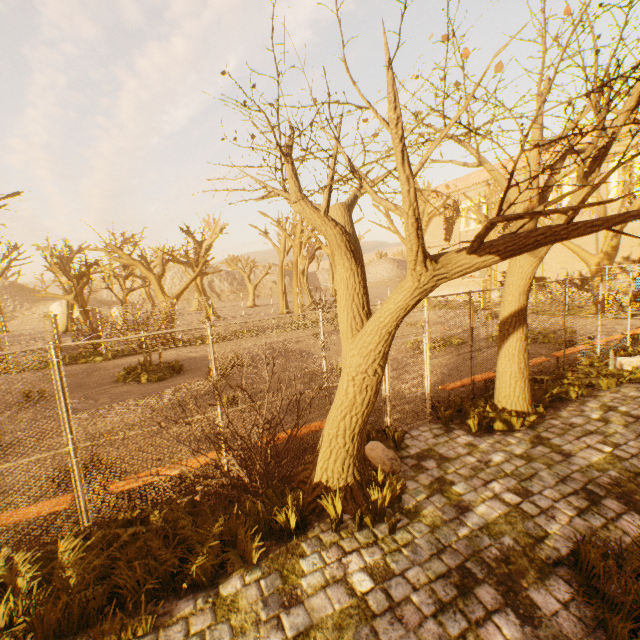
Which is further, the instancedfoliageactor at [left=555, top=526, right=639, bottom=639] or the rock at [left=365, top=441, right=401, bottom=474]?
the rock at [left=365, top=441, right=401, bottom=474]

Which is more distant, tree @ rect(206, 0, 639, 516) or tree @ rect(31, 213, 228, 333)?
tree @ rect(31, 213, 228, 333)

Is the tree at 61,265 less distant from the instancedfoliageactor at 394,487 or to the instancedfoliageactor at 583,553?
the instancedfoliageactor at 394,487

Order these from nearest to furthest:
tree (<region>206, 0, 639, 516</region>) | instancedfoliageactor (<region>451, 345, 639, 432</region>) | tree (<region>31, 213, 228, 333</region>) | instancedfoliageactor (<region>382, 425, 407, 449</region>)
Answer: tree (<region>206, 0, 639, 516</region>)
instancedfoliageactor (<region>382, 425, 407, 449</region>)
instancedfoliageactor (<region>451, 345, 639, 432</region>)
tree (<region>31, 213, 228, 333</region>)

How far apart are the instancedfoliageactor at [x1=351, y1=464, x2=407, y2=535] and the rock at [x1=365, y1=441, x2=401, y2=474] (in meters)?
1.07

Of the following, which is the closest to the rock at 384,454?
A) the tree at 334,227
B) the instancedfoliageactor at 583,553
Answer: the tree at 334,227

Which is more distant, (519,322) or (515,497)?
(519,322)

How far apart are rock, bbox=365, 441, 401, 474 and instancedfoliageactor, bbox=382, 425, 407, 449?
0.2 meters
